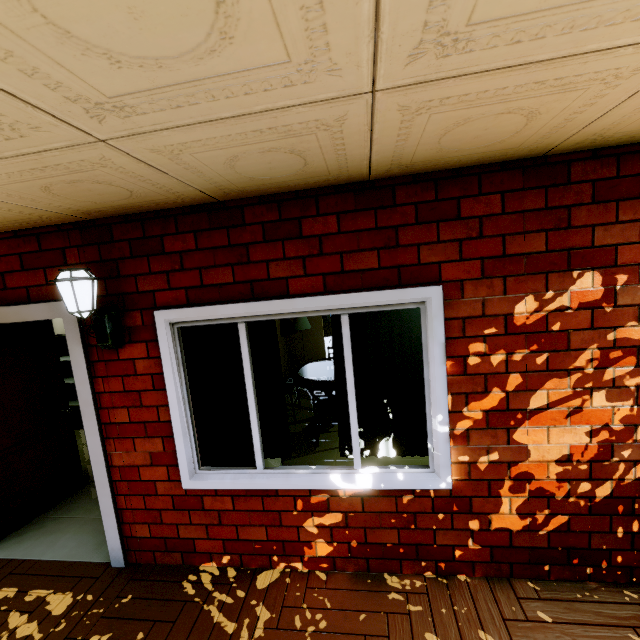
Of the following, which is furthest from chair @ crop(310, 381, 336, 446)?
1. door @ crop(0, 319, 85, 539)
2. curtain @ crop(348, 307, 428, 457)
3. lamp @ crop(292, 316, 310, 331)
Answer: door @ crop(0, 319, 85, 539)

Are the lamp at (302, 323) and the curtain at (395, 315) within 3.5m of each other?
no

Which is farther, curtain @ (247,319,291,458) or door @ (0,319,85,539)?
door @ (0,319,85,539)

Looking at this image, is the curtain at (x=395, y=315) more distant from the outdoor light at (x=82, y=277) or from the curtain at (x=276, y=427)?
the outdoor light at (x=82, y=277)

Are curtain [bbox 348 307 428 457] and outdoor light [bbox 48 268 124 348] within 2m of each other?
yes

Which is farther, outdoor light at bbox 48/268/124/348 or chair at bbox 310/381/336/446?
chair at bbox 310/381/336/446

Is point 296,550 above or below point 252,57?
below

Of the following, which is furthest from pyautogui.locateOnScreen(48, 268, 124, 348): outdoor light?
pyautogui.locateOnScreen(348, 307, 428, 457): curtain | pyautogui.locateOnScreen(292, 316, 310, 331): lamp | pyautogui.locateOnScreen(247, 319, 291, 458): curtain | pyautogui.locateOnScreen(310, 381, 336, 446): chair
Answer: pyautogui.locateOnScreen(292, 316, 310, 331): lamp
